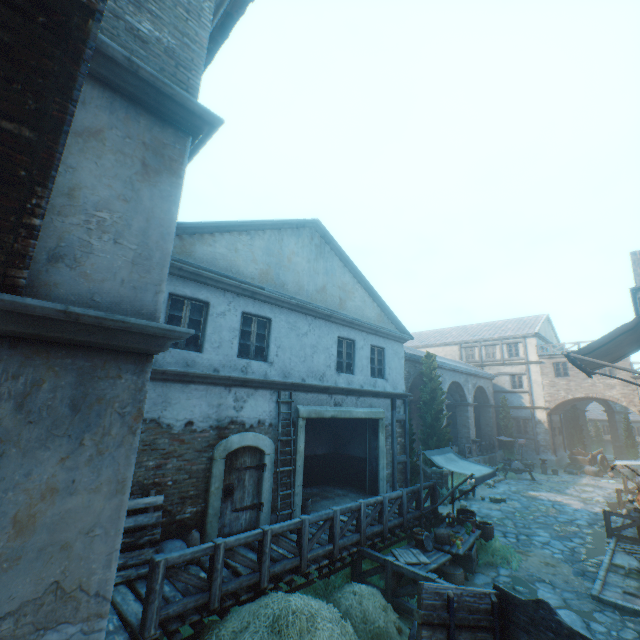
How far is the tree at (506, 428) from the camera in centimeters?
2728cm

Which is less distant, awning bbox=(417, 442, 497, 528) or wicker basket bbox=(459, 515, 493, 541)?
awning bbox=(417, 442, 497, 528)

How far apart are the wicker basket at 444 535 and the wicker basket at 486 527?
1.7 meters

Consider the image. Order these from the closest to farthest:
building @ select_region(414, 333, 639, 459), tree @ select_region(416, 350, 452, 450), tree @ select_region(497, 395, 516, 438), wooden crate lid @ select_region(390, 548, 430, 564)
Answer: wooden crate lid @ select_region(390, 548, 430, 564) → tree @ select_region(416, 350, 452, 450) → building @ select_region(414, 333, 639, 459) → tree @ select_region(497, 395, 516, 438)

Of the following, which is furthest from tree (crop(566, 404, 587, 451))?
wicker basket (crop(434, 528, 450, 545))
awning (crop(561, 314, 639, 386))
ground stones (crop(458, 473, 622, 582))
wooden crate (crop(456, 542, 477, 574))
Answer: awning (crop(561, 314, 639, 386))

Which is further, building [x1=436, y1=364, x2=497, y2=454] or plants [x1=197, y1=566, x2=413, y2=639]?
building [x1=436, y1=364, x2=497, y2=454]

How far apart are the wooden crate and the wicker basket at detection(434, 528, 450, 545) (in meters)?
0.37

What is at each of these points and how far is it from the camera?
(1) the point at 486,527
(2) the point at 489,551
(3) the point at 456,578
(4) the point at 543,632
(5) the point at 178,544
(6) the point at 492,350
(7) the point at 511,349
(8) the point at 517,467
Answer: (1) wicker basket, 10.3m
(2) plants, 9.9m
(3) wicker basket, 8.1m
(4) cart, 4.7m
(5) burlap sack, 6.5m
(6) building, 32.2m
(7) building, 31.0m
(8) grinding wheel, 22.0m
